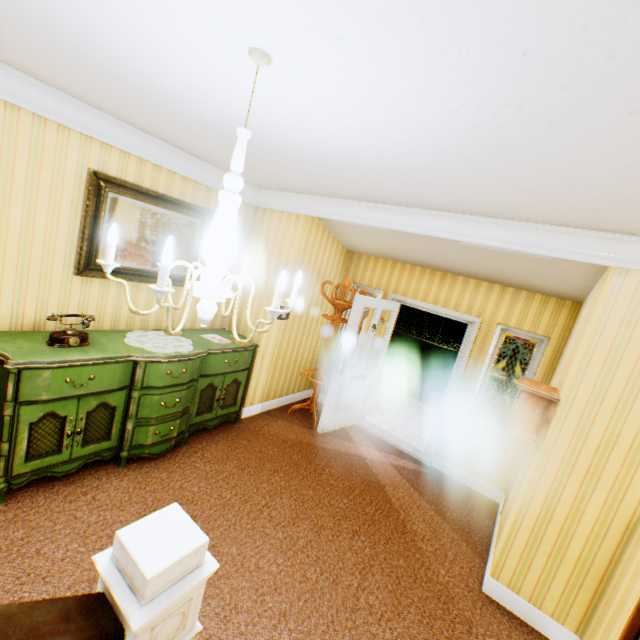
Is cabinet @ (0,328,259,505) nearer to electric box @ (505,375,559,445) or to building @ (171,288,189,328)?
building @ (171,288,189,328)

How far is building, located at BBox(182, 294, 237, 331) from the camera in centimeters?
423cm

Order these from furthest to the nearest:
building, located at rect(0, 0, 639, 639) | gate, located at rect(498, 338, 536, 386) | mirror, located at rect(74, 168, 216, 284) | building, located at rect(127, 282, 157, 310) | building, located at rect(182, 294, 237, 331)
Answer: gate, located at rect(498, 338, 536, 386) → building, located at rect(182, 294, 237, 331) → building, located at rect(127, 282, 157, 310) → mirror, located at rect(74, 168, 216, 284) → building, located at rect(0, 0, 639, 639)

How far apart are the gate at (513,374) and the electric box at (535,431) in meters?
13.2

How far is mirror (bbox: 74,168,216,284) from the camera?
3.02m

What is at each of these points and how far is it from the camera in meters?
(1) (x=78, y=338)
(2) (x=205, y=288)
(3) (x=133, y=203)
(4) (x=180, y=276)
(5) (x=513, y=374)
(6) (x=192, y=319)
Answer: (1) telephone, 2.8 m
(2) ceiling light, 1.4 m
(3) mirror, 3.3 m
(4) mirror, 3.9 m
(5) gate, 14.8 m
(6) building, 4.3 m

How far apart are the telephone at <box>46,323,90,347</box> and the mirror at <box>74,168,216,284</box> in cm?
55

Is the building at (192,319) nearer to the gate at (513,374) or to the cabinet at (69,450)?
the cabinet at (69,450)
